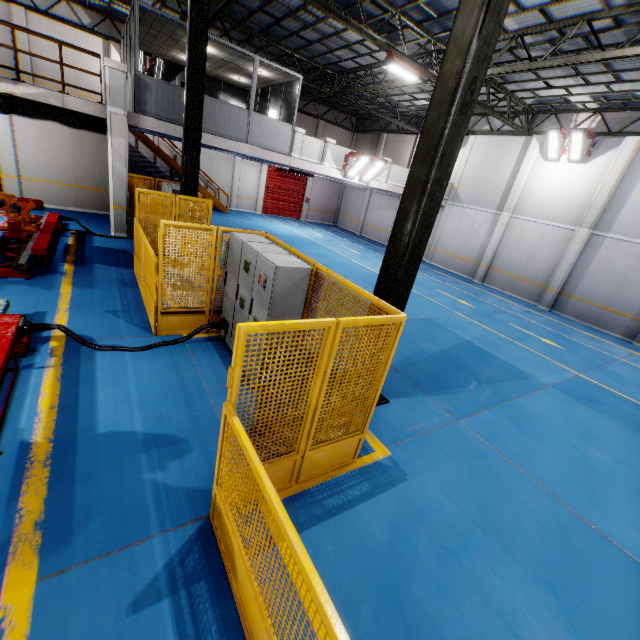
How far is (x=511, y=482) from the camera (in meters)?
4.77

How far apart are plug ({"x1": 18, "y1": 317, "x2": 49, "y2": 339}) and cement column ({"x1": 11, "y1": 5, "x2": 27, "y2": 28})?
20.5m

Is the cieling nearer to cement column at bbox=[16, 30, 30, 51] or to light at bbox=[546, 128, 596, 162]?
cement column at bbox=[16, 30, 30, 51]

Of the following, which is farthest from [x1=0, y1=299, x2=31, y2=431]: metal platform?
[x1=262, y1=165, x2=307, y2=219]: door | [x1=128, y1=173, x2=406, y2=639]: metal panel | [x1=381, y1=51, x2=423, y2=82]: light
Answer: [x1=262, y1=165, x2=307, y2=219]: door

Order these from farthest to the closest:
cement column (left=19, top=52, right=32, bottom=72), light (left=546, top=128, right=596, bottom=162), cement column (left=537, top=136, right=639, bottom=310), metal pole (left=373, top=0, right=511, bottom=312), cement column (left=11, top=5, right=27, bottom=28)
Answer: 1. cement column (left=19, top=52, right=32, bottom=72)
2. cement column (left=11, top=5, right=27, bottom=28)
3. light (left=546, top=128, right=596, bottom=162)
4. cement column (left=537, top=136, right=639, bottom=310)
5. metal pole (left=373, top=0, right=511, bottom=312)

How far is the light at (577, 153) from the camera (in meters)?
14.40

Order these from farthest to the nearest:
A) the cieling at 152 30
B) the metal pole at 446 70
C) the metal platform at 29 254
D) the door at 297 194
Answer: the door at 297 194, the cieling at 152 30, the metal platform at 29 254, the metal pole at 446 70

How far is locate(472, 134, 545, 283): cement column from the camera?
16.6m
